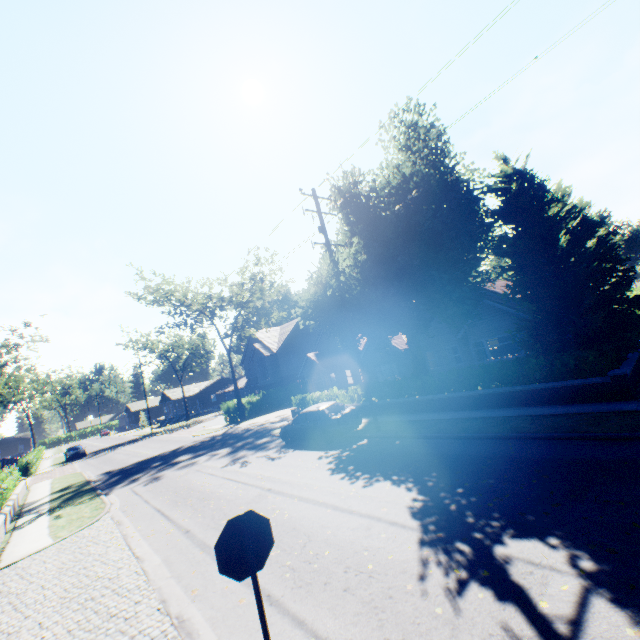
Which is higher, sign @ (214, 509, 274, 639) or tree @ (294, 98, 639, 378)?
tree @ (294, 98, 639, 378)

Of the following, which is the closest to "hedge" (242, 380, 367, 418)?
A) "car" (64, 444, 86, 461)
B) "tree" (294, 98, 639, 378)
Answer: "tree" (294, 98, 639, 378)

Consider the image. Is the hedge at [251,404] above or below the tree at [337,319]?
below

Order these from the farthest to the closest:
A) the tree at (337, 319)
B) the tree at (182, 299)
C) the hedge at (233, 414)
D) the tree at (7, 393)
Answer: the tree at (7, 393)
the hedge at (233, 414)
the tree at (182, 299)
the tree at (337, 319)

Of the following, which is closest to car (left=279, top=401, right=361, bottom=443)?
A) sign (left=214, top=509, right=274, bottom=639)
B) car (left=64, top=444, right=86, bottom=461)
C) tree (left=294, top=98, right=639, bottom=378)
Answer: tree (left=294, top=98, right=639, bottom=378)

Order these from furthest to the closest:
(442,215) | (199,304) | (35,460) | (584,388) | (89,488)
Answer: (199,304) → (35,460) → (89,488) → (442,215) → (584,388)

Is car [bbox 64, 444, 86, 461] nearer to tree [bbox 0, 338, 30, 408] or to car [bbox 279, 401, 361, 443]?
tree [bbox 0, 338, 30, 408]

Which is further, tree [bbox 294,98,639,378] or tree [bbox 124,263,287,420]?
tree [bbox 124,263,287,420]
